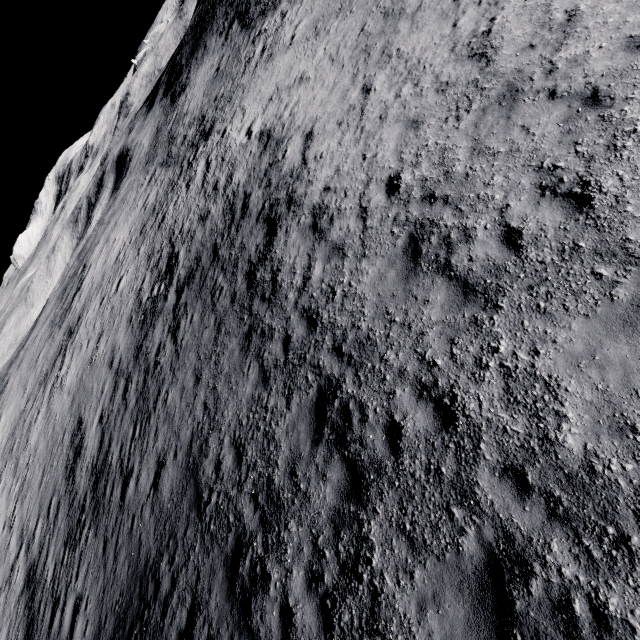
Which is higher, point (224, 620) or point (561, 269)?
point (561, 269)
